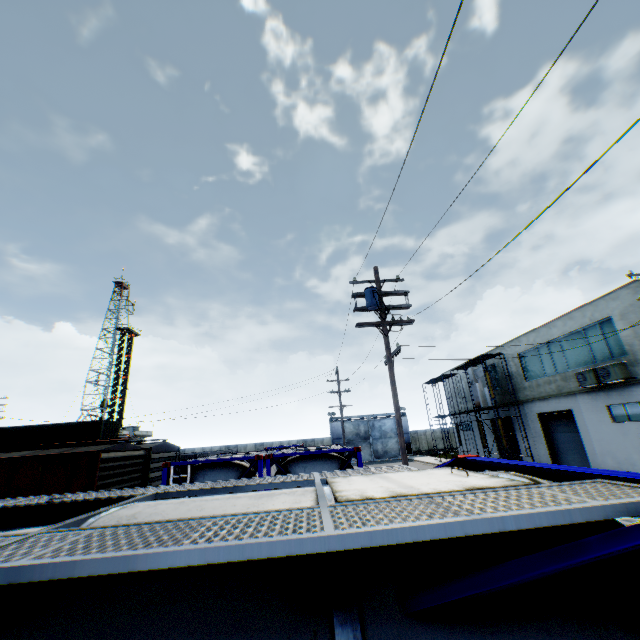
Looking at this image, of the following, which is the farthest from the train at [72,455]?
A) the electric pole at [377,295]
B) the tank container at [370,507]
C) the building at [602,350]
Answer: the building at [602,350]

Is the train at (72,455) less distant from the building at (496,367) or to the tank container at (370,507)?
the tank container at (370,507)

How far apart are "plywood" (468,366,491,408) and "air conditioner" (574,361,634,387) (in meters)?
8.36

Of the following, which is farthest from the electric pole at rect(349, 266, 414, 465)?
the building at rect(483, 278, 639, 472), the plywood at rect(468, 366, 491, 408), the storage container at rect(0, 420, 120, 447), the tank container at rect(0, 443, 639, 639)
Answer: the storage container at rect(0, 420, 120, 447)

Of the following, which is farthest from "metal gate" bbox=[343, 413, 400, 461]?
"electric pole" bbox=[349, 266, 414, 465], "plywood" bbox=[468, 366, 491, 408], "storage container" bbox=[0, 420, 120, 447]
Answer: "storage container" bbox=[0, 420, 120, 447]

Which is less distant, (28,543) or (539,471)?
(28,543)

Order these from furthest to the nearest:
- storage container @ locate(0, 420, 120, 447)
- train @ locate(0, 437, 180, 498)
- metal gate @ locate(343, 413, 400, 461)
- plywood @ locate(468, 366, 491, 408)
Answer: metal gate @ locate(343, 413, 400, 461) < plywood @ locate(468, 366, 491, 408) < storage container @ locate(0, 420, 120, 447) < train @ locate(0, 437, 180, 498)

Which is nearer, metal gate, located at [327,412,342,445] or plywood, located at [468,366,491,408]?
plywood, located at [468,366,491,408]
